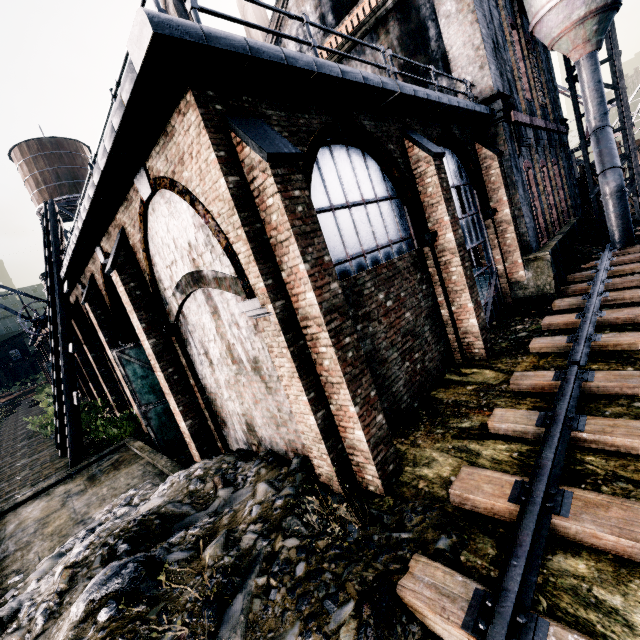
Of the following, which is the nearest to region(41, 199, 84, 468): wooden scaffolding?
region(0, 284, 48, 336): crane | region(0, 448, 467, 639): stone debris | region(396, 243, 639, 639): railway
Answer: region(0, 284, 48, 336): crane

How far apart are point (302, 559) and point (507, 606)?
2.72m

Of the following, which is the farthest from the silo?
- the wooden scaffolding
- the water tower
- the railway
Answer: the water tower

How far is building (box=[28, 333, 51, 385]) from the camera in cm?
3635

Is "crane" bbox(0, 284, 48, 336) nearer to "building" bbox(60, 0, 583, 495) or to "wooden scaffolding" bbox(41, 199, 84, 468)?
"building" bbox(60, 0, 583, 495)

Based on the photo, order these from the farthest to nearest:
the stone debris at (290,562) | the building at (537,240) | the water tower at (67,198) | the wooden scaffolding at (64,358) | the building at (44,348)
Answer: the building at (44,348) < the water tower at (67,198) < the wooden scaffolding at (64,358) < the building at (537,240) < the stone debris at (290,562)

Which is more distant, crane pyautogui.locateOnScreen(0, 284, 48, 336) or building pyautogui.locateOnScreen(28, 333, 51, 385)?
building pyautogui.locateOnScreen(28, 333, 51, 385)

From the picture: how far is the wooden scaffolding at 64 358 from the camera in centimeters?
1348cm
